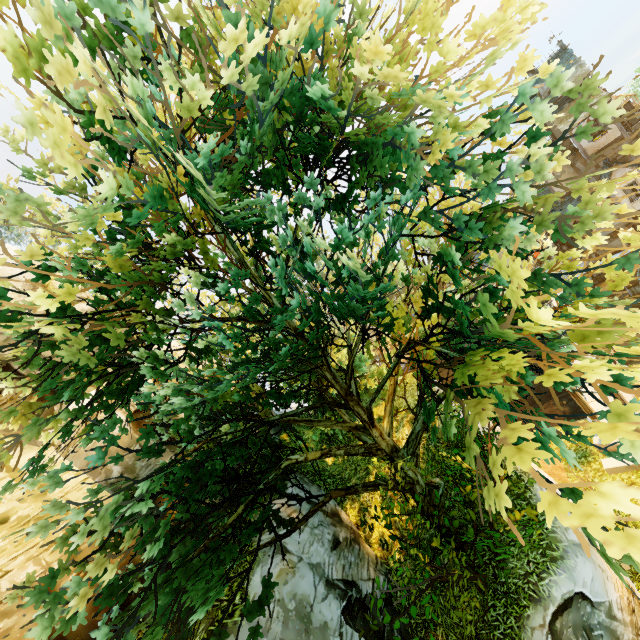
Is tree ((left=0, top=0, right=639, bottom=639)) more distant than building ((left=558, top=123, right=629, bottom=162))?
No

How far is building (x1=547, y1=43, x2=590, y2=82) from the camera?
23.5m

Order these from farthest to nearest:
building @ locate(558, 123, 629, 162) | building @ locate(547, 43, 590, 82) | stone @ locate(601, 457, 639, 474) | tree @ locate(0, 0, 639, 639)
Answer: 1. building @ locate(547, 43, 590, 82)
2. building @ locate(558, 123, 629, 162)
3. stone @ locate(601, 457, 639, 474)
4. tree @ locate(0, 0, 639, 639)

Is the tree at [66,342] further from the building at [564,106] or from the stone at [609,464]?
the building at [564,106]

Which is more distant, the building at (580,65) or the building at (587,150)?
the building at (580,65)

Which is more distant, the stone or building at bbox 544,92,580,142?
building at bbox 544,92,580,142

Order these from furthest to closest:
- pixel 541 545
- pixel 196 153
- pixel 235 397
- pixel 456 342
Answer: pixel 456 342, pixel 541 545, pixel 235 397, pixel 196 153
